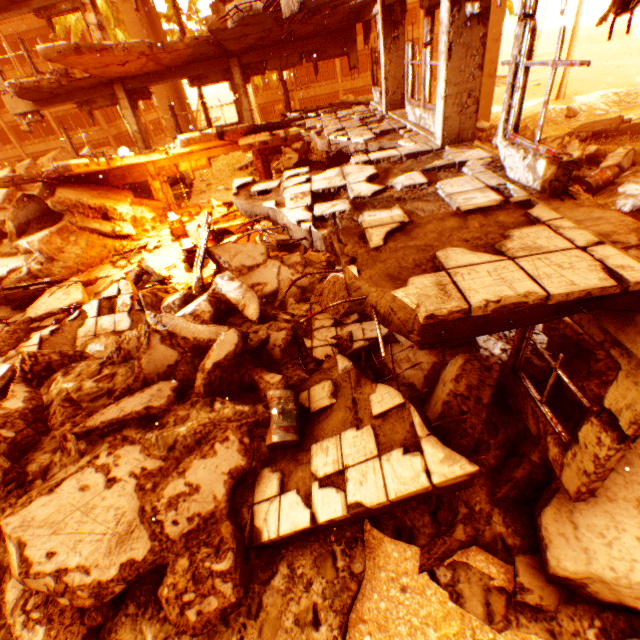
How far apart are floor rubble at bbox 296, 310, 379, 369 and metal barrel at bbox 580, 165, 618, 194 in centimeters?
952cm

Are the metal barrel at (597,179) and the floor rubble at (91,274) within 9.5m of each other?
no

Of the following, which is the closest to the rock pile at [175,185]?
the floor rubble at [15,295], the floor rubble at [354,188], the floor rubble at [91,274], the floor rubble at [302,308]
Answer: the floor rubble at [302,308]

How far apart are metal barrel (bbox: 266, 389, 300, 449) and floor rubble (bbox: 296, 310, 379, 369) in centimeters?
115cm

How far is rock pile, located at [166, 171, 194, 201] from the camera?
17.83m

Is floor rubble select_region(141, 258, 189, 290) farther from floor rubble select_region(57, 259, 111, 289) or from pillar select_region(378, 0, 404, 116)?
pillar select_region(378, 0, 404, 116)

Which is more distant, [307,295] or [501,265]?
[307,295]

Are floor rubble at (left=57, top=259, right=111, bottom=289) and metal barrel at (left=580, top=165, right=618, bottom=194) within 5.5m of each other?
no
